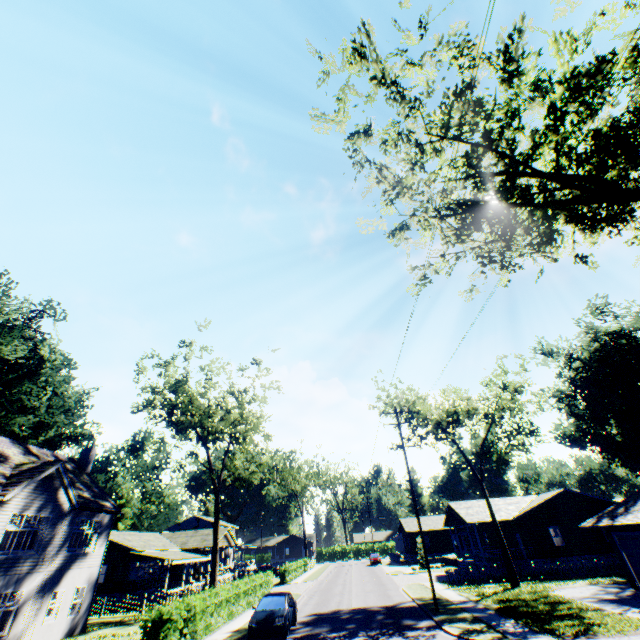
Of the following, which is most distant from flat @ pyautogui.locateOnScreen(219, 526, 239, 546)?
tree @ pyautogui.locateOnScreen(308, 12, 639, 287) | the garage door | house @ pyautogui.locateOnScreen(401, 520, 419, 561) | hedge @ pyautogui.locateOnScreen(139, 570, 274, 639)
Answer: the garage door

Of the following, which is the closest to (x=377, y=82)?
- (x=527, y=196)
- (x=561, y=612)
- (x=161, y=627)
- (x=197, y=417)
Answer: (x=527, y=196)

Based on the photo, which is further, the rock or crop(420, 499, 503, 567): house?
the rock

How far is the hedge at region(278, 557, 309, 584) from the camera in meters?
39.4 m

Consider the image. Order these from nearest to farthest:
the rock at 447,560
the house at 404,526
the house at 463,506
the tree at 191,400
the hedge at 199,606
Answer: the hedge at 199,606
the tree at 191,400
the house at 463,506
the rock at 447,560
the house at 404,526

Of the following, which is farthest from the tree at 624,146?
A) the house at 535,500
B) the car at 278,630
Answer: the house at 535,500

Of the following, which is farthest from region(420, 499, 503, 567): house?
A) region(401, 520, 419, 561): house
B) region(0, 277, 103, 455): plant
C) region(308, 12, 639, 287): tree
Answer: region(0, 277, 103, 455): plant

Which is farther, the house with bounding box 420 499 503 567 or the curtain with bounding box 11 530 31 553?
the house with bounding box 420 499 503 567
